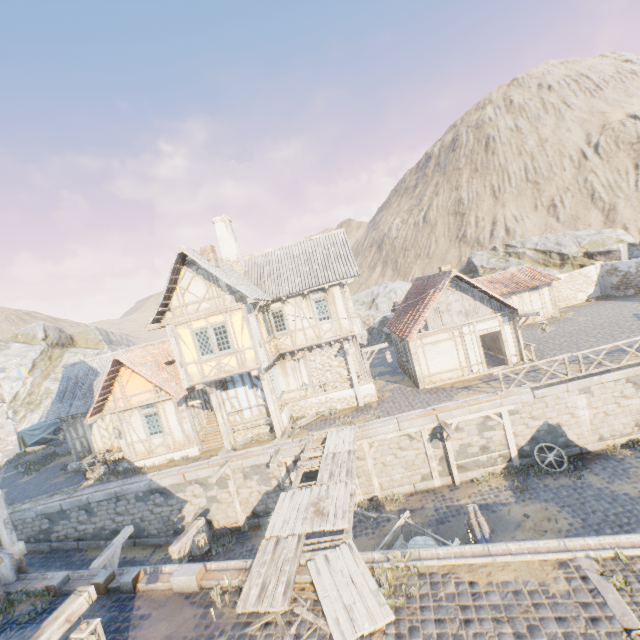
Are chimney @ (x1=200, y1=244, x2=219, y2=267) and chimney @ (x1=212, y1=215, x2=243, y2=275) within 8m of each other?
yes

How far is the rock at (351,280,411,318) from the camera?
37.33m

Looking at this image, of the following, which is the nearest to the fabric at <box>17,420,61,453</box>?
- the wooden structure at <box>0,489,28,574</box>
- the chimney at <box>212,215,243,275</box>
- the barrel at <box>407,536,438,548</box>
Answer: the wooden structure at <box>0,489,28,574</box>

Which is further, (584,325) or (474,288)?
(584,325)

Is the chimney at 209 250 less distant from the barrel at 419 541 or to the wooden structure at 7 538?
the wooden structure at 7 538

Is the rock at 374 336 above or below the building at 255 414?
below

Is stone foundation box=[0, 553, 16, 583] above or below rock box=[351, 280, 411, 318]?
below

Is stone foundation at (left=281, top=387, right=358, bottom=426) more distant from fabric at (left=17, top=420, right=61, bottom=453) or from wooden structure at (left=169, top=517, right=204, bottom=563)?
fabric at (left=17, top=420, right=61, bottom=453)
